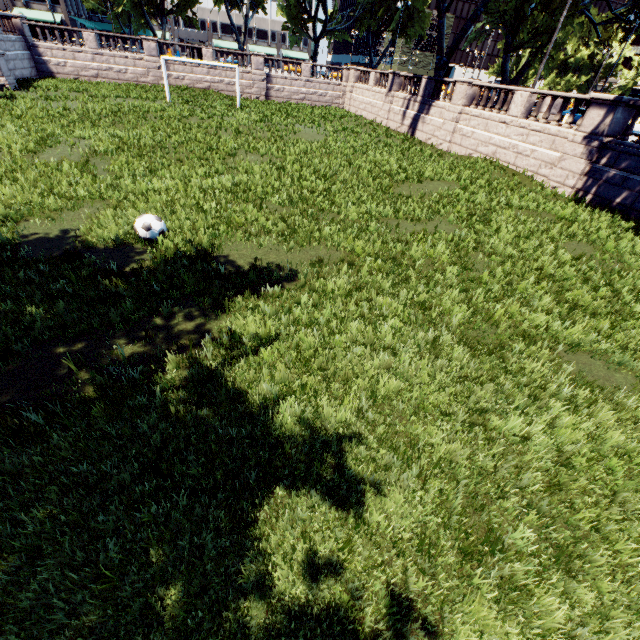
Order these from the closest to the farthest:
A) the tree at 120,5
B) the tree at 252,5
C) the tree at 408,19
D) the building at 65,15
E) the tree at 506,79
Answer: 1. the tree at 506,79
2. the tree at 120,5
3. the tree at 252,5
4. the tree at 408,19
5. the building at 65,15

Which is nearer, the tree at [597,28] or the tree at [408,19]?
the tree at [597,28]

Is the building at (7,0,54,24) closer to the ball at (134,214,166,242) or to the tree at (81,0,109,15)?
the tree at (81,0,109,15)

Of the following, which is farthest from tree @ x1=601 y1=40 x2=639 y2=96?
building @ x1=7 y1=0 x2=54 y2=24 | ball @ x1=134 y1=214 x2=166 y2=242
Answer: ball @ x1=134 y1=214 x2=166 y2=242

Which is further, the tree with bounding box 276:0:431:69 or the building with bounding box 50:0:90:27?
the building with bounding box 50:0:90:27

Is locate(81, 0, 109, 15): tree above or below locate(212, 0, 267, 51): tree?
below

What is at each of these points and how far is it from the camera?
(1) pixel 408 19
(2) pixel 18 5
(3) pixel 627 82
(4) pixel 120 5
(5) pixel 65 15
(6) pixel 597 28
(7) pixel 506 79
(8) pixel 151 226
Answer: (1) tree, 39.50m
(2) building, 53.25m
(3) tree, 53.28m
(4) tree, 57.38m
(5) building, 55.22m
(6) tree, 27.19m
(7) tree, 28.06m
(8) ball, 7.49m

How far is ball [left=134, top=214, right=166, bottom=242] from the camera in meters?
7.5 m
